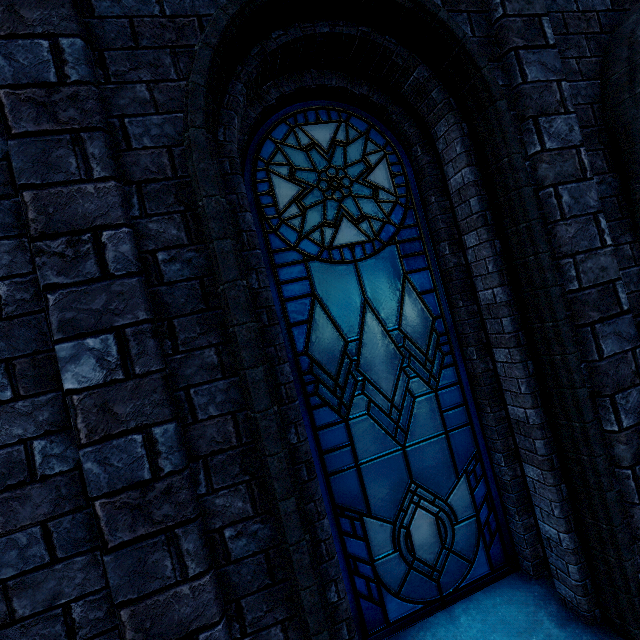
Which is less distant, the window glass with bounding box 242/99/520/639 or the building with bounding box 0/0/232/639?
the building with bounding box 0/0/232/639

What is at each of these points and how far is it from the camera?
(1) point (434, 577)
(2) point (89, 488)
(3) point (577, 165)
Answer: (1) window glass, 2.2 meters
(2) building, 1.4 meters
(3) building, 2.2 meters

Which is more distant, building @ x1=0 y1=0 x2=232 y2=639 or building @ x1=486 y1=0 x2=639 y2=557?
building @ x1=486 y1=0 x2=639 y2=557

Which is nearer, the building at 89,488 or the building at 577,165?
the building at 89,488

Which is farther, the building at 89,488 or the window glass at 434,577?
the window glass at 434,577
